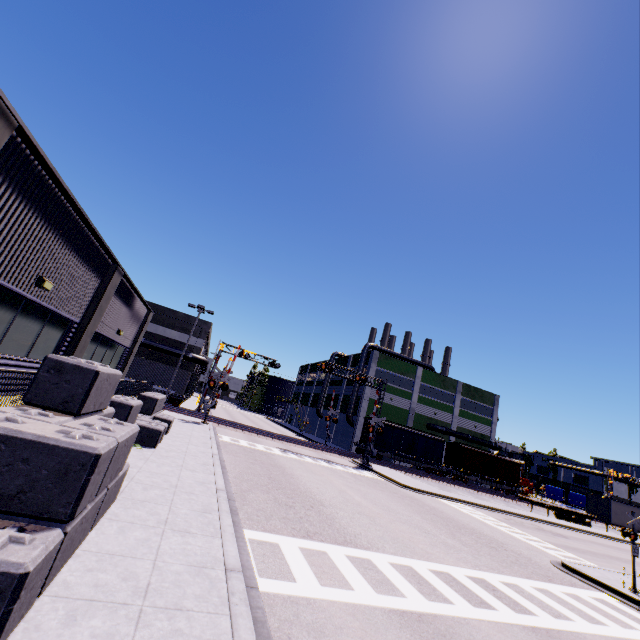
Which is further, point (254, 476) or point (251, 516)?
point (254, 476)

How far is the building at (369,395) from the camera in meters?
45.1

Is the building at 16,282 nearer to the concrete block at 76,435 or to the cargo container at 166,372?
the concrete block at 76,435

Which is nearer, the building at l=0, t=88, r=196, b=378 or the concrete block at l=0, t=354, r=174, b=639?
the concrete block at l=0, t=354, r=174, b=639

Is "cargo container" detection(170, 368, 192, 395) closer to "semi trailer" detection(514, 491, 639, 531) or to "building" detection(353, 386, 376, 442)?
"building" detection(353, 386, 376, 442)

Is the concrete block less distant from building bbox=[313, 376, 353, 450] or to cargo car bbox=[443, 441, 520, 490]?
building bbox=[313, 376, 353, 450]

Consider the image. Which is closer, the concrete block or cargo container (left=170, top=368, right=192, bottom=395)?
the concrete block

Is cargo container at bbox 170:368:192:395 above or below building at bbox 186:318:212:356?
below
